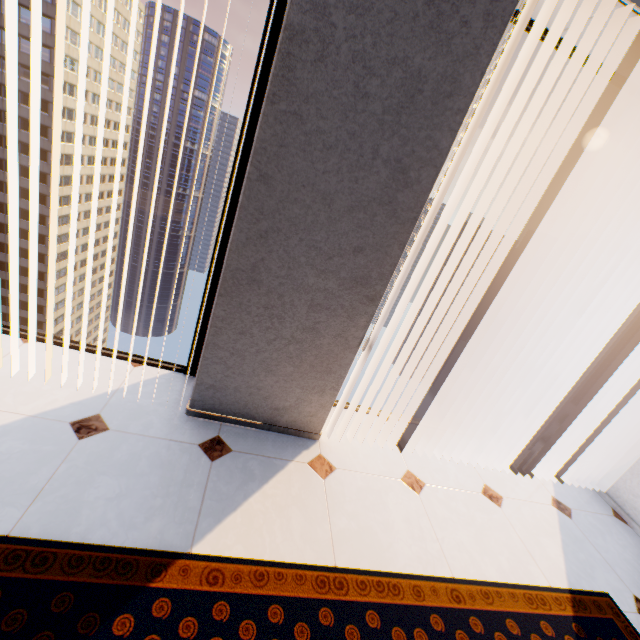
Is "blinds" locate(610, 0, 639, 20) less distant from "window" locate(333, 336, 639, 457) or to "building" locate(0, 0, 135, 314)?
"window" locate(333, 336, 639, 457)

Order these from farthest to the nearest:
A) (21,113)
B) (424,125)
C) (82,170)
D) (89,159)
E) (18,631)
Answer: (89,159)
(82,170)
(21,113)
(424,125)
(18,631)

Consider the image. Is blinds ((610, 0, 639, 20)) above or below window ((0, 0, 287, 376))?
above

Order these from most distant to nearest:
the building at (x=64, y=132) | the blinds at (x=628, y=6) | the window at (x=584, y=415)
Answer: the building at (x=64, y=132) < the window at (x=584, y=415) < the blinds at (x=628, y=6)

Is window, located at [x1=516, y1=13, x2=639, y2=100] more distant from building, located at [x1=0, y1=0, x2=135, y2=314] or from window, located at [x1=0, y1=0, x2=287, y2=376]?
building, located at [x1=0, y1=0, x2=135, y2=314]

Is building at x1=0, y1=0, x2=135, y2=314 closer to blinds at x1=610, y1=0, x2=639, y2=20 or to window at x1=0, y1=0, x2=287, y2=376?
window at x1=0, y1=0, x2=287, y2=376

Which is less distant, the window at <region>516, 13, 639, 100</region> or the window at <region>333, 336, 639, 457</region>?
the window at <region>516, 13, 639, 100</region>

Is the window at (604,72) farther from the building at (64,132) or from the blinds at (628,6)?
the building at (64,132)
